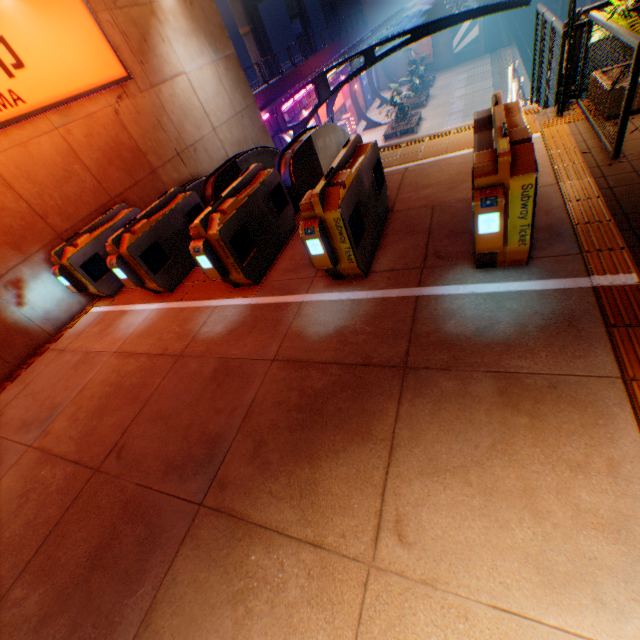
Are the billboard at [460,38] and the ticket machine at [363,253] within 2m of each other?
no

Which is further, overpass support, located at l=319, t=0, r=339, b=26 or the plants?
overpass support, located at l=319, t=0, r=339, b=26

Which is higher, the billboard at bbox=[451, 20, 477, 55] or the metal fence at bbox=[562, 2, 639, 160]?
the metal fence at bbox=[562, 2, 639, 160]

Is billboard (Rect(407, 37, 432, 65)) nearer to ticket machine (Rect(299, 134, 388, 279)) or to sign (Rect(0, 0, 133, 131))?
Result: sign (Rect(0, 0, 133, 131))

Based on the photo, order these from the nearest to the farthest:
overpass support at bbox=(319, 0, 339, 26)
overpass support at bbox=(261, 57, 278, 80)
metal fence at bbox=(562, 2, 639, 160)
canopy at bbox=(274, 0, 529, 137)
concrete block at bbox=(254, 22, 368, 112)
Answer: metal fence at bbox=(562, 2, 639, 160) → canopy at bbox=(274, 0, 529, 137) → concrete block at bbox=(254, 22, 368, 112) → overpass support at bbox=(261, 57, 278, 80) → overpass support at bbox=(319, 0, 339, 26)

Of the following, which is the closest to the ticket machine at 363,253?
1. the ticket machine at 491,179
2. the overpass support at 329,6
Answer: the ticket machine at 491,179

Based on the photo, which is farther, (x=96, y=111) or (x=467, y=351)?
(x=96, y=111)

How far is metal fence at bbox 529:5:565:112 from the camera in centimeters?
544cm
